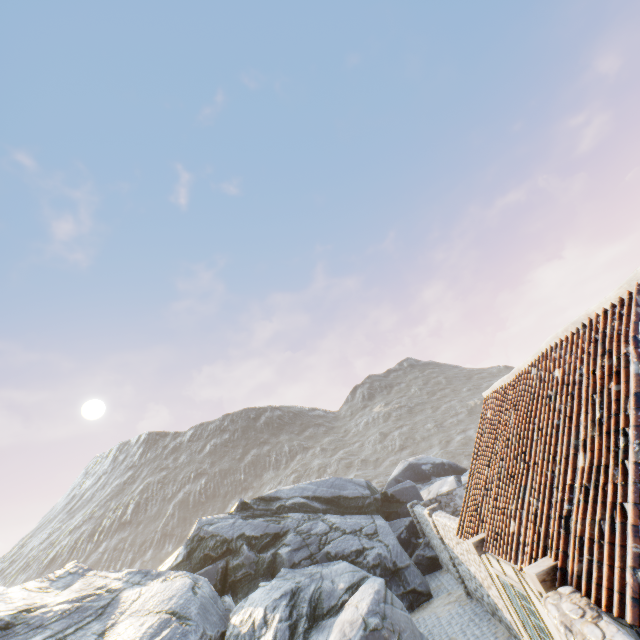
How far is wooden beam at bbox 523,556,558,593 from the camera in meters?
4.3

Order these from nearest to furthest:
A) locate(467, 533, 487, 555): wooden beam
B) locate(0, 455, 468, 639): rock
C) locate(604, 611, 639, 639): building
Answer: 1. locate(604, 611, 639, 639): building
2. locate(467, 533, 487, 555): wooden beam
3. locate(0, 455, 468, 639): rock

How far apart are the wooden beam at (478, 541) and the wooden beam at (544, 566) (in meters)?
2.56

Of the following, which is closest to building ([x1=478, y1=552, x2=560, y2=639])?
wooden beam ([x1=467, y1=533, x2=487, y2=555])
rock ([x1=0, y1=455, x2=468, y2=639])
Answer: wooden beam ([x1=467, y1=533, x2=487, y2=555])

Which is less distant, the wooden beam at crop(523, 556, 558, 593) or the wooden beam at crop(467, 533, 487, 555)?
the wooden beam at crop(523, 556, 558, 593)

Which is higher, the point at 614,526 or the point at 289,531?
the point at 289,531

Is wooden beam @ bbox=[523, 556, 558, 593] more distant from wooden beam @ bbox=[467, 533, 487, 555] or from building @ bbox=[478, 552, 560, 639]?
wooden beam @ bbox=[467, 533, 487, 555]

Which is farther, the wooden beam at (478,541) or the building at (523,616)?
the wooden beam at (478,541)
